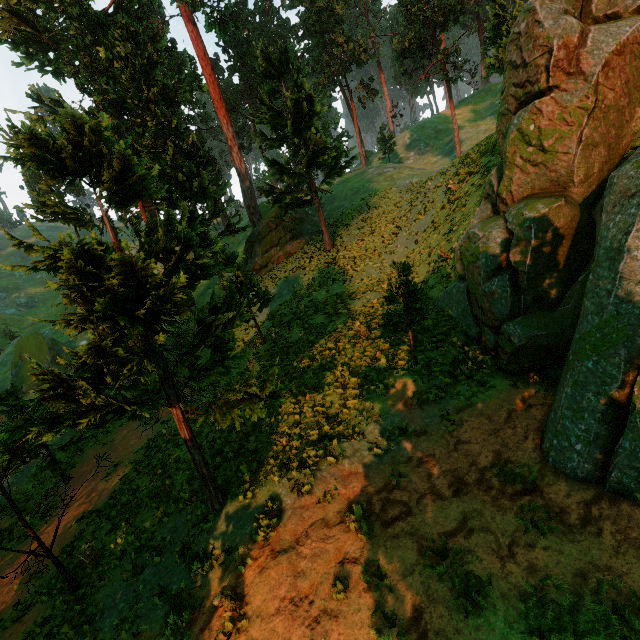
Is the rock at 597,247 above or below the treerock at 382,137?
below

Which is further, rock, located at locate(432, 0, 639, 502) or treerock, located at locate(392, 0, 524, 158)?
treerock, located at locate(392, 0, 524, 158)

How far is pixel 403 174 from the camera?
38.3m

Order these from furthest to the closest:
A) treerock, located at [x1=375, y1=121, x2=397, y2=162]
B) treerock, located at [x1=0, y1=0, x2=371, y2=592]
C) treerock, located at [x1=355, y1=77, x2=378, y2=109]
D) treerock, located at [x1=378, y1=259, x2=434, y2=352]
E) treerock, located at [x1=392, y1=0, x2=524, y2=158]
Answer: treerock, located at [x1=375, y1=121, x2=397, y2=162] → treerock, located at [x1=355, y1=77, x2=378, y2=109] → treerock, located at [x1=392, y1=0, x2=524, y2=158] → treerock, located at [x1=378, y1=259, x2=434, y2=352] → treerock, located at [x1=0, y1=0, x2=371, y2=592]

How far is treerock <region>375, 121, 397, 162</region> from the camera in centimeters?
4703cm

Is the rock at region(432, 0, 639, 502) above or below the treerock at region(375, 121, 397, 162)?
below

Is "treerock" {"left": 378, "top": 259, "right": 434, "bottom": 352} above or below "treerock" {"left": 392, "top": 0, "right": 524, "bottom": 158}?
below

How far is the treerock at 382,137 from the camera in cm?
4703
